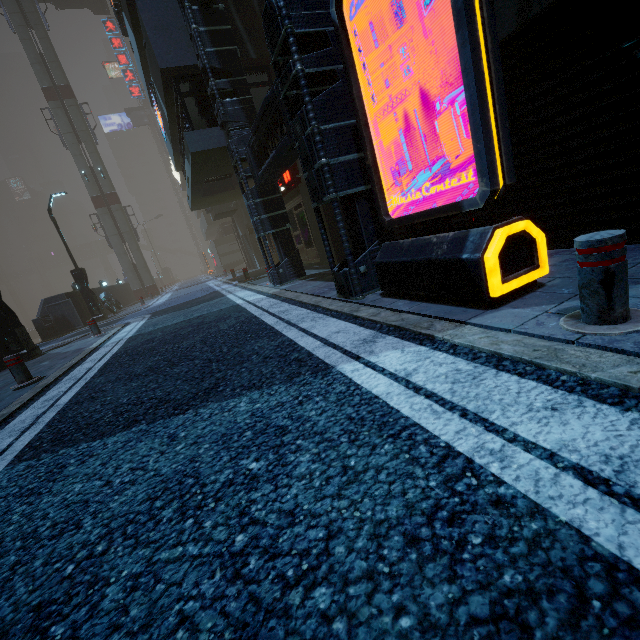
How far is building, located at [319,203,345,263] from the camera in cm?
930

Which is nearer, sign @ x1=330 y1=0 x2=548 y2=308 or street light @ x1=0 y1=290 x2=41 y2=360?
sign @ x1=330 y1=0 x2=548 y2=308

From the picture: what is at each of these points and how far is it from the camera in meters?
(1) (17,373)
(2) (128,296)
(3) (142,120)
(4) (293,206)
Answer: (1) bollard, 5.9
(2) building, 30.4
(3) sign, 55.1
(4) building, 12.1

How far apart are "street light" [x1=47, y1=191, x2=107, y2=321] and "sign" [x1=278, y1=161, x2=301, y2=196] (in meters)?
10.46

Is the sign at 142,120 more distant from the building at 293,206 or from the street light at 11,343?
the street light at 11,343

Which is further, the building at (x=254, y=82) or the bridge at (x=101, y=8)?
the bridge at (x=101, y=8)

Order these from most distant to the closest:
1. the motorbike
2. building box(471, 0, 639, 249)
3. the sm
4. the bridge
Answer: the bridge → the sm → the motorbike → building box(471, 0, 639, 249)
